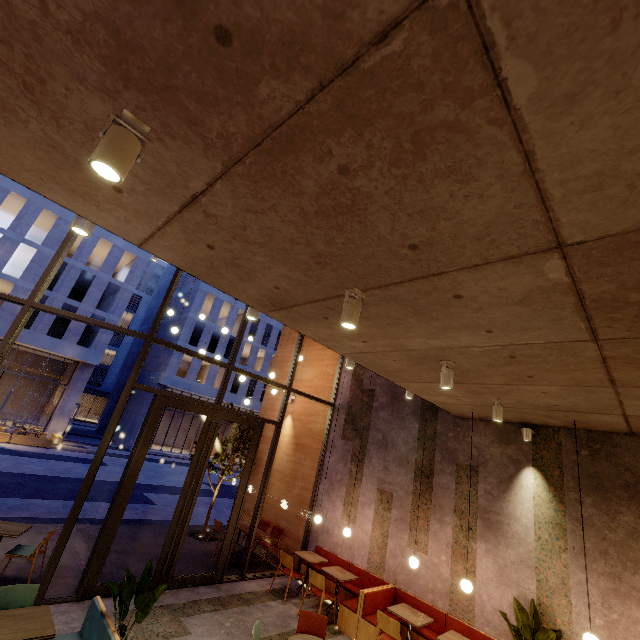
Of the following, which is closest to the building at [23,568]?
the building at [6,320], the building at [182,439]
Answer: the building at [6,320]

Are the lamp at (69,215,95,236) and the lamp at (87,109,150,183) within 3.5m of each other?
yes

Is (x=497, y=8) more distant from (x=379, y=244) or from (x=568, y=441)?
(x=568, y=441)

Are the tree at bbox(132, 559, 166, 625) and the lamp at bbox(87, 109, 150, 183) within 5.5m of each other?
yes

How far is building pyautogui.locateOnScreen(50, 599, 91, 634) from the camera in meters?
4.8

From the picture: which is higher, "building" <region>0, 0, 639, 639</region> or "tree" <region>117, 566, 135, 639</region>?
"building" <region>0, 0, 639, 639</region>

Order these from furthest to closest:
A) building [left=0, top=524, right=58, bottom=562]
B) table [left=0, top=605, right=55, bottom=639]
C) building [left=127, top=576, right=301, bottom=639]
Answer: building [left=0, top=524, right=58, bottom=562]
building [left=127, top=576, right=301, bottom=639]
table [left=0, top=605, right=55, bottom=639]

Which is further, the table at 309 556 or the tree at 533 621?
the table at 309 556
